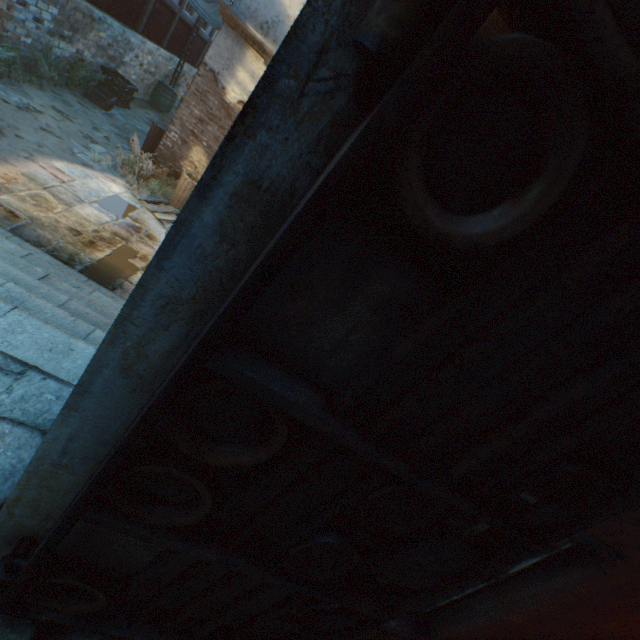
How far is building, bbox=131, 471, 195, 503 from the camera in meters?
1.2

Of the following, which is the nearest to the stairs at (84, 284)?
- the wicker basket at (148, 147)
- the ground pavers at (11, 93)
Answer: the ground pavers at (11, 93)

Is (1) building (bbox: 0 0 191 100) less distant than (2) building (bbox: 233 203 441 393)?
No

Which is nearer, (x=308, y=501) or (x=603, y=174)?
(x=603, y=174)

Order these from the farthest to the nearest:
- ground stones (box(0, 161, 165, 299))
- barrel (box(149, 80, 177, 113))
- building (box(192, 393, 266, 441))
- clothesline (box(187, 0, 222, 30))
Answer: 1. barrel (box(149, 80, 177, 113))
2. clothesline (box(187, 0, 222, 30))
3. ground stones (box(0, 161, 165, 299))
4. building (box(192, 393, 266, 441))

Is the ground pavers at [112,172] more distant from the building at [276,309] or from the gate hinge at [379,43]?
the gate hinge at [379,43]

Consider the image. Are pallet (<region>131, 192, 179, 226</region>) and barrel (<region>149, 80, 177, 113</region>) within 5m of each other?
no

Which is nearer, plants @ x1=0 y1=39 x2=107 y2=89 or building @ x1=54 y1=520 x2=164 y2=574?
building @ x1=54 y1=520 x2=164 y2=574
